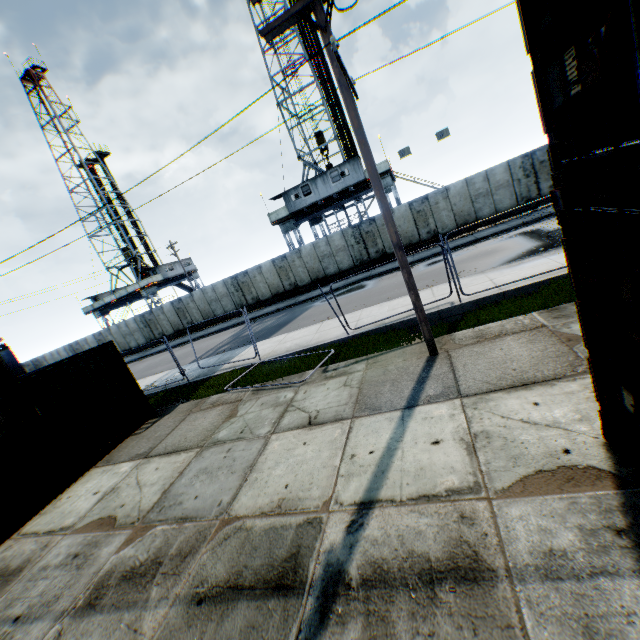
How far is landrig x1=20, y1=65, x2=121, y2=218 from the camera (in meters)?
39.81

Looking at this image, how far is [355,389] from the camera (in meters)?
7.40

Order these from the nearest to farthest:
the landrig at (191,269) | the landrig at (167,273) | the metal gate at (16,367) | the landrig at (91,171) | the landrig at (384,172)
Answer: the landrig at (384,172)
the metal gate at (16,367)
the landrig at (91,171)
the landrig at (167,273)
the landrig at (191,269)

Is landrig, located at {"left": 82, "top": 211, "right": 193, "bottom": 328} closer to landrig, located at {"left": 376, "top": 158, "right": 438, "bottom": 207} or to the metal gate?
the metal gate

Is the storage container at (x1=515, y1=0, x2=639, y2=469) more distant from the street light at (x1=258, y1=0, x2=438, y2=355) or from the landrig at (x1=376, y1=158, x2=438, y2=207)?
the landrig at (x1=376, y1=158, x2=438, y2=207)

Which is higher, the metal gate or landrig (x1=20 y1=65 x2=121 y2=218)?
landrig (x1=20 y1=65 x2=121 y2=218)

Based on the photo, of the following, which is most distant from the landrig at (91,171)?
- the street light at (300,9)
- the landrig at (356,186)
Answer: the street light at (300,9)
